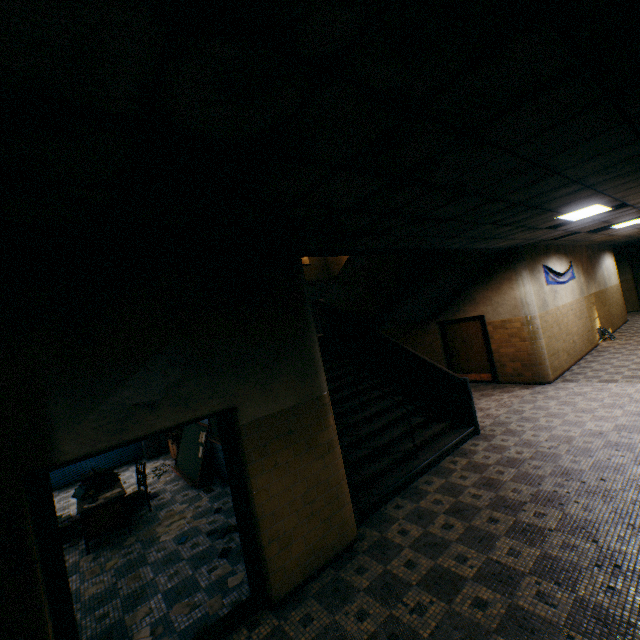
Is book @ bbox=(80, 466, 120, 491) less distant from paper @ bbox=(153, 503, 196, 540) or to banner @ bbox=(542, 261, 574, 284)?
paper @ bbox=(153, 503, 196, 540)

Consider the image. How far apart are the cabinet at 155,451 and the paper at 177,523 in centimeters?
401cm

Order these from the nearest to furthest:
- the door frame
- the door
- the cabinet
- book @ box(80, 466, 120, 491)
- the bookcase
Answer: the door frame
book @ box(80, 466, 120, 491)
the bookcase
the cabinet
the door

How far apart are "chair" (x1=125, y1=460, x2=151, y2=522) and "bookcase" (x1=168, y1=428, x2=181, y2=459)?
2.04m

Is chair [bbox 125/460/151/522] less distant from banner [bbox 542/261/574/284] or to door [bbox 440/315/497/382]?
door [bbox 440/315/497/382]

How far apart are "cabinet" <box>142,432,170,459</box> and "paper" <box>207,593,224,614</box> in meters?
6.9 m

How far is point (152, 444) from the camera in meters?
9.7

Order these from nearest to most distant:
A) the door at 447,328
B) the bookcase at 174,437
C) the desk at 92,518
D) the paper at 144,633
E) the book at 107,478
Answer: the paper at 144,633 → the desk at 92,518 → the book at 107,478 → the bookcase at 174,437 → the door at 447,328
